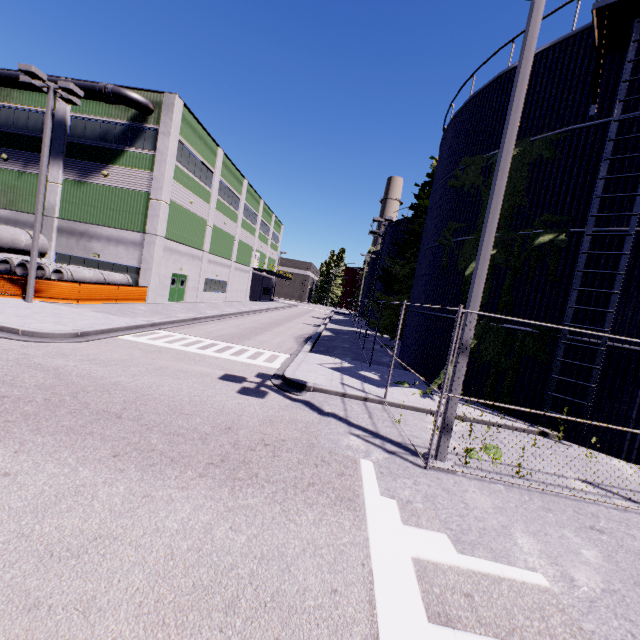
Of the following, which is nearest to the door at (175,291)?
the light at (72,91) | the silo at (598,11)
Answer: the silo at (598,11)

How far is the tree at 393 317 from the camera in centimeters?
2423cm

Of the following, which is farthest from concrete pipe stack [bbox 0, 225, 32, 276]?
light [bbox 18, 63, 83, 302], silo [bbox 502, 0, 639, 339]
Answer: light [bbox 18, 63, 83, 302]

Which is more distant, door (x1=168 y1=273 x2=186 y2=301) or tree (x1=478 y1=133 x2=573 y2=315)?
door (x1=168 y1=273 x2=186 y2=301)

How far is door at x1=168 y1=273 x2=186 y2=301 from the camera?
27.3 meters

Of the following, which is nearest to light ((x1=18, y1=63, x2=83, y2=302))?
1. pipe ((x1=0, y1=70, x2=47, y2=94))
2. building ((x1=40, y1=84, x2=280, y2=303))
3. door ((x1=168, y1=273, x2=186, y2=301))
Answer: pipe ((x1=0, y1=70, x2=47, y2=94))

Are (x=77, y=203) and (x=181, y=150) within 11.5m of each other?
yes

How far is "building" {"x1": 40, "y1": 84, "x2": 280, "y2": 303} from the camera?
23.34m
